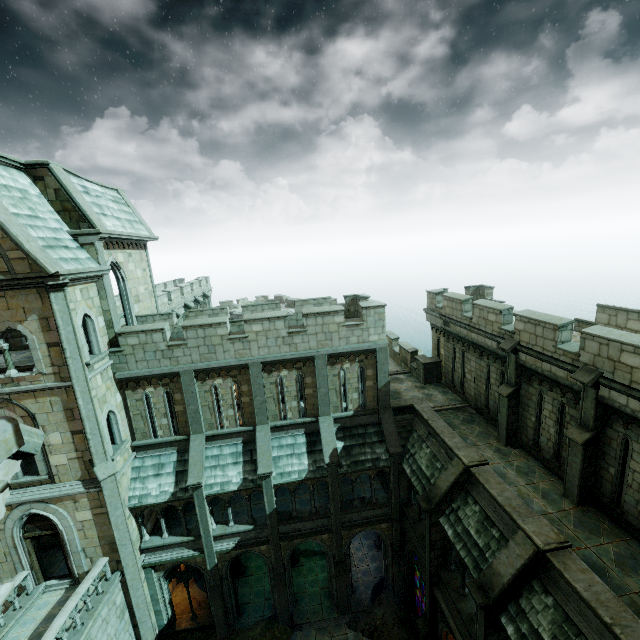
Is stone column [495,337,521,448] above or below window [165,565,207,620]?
above

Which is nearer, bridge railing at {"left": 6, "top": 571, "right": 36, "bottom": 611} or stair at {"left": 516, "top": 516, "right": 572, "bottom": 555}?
stair at {"left": 516, "top": 516, "right": 572, "bottom": 555}

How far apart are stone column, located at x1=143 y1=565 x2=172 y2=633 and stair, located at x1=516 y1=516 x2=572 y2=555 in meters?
16.4

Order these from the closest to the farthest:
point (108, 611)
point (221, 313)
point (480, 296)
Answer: point (108, 611) → point (221, 313) → point (480, 296)

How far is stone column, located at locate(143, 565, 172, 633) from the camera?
15.8 meters

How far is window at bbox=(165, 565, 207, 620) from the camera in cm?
1641

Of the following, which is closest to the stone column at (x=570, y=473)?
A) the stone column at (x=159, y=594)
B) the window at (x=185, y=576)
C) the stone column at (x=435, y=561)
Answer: the stone column at (x=435, y=561)

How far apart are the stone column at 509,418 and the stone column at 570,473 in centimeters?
252cm
